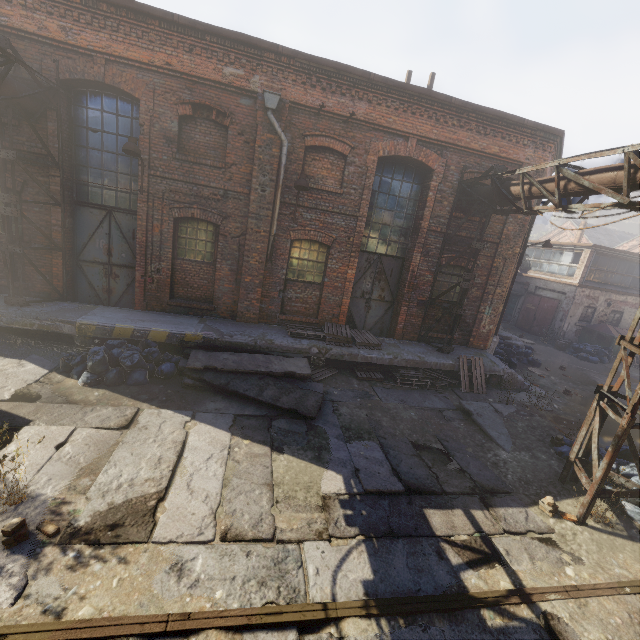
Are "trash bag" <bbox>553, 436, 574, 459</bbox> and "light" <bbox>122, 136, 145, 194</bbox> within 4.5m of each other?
no

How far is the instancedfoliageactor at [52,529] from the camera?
3.9 meters

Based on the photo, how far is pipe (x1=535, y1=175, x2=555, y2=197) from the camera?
7.3m

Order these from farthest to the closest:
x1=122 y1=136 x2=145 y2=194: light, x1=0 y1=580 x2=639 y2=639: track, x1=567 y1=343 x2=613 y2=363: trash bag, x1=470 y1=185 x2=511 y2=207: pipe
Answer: x1=567 y1=343 x2=613 y2=363: trash bag, x1=470 y1=185 x2=511 y2=207: pipe, x1=122 y1=136 x2=145 y2=194: light, x1=0 y1=580 x2=639 y2=639: track

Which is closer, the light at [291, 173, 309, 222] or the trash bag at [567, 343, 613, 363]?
the light at [291, 173, 309, 222]

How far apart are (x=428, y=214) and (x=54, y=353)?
11.3m

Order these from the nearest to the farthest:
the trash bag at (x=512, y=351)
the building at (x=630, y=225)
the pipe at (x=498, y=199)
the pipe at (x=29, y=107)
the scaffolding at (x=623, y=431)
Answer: the scaffolding at (x=623, y=431), the pipe at (x=29, y=107), the pipe at (x=498, y=199), the trash bag at (x=512, y=351), the building at (x=630, y=225)

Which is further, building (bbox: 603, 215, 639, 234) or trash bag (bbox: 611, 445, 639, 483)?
building (bbox: 603, 215, 639, 234)
